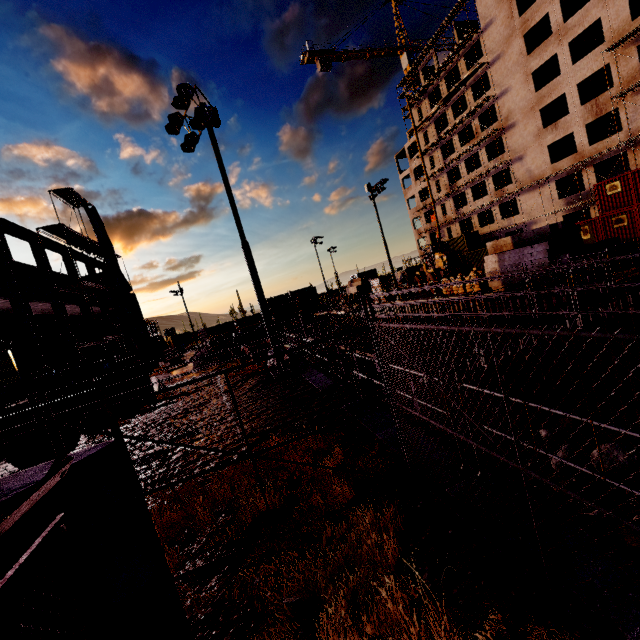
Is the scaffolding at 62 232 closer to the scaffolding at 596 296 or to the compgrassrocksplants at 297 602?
the scaffolding at 596 296

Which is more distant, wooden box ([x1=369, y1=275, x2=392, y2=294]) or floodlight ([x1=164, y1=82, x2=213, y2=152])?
wooden box ([x1=369, y1=275, x2=392, y2=294])

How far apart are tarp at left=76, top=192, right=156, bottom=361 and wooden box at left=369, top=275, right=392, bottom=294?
23.6m

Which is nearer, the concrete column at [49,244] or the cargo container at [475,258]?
the concrete column at [49,244]

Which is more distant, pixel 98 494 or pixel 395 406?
pixel 395 406

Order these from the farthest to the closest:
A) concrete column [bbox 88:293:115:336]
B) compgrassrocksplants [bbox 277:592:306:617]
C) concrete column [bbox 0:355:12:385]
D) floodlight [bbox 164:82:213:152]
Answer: concrete column [bbox 88:293:115:336], concrete column [bbox 0:355:12:385], floodlight [bbox 164:82:213:152], compgrassrocksplants [bbox 277:592:306:617]

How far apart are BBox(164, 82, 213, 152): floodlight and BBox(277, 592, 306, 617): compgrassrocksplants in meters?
13.6 m

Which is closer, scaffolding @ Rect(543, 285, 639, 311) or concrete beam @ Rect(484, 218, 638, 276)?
scaffolding @ Rect(543, 285, 639, 311)
